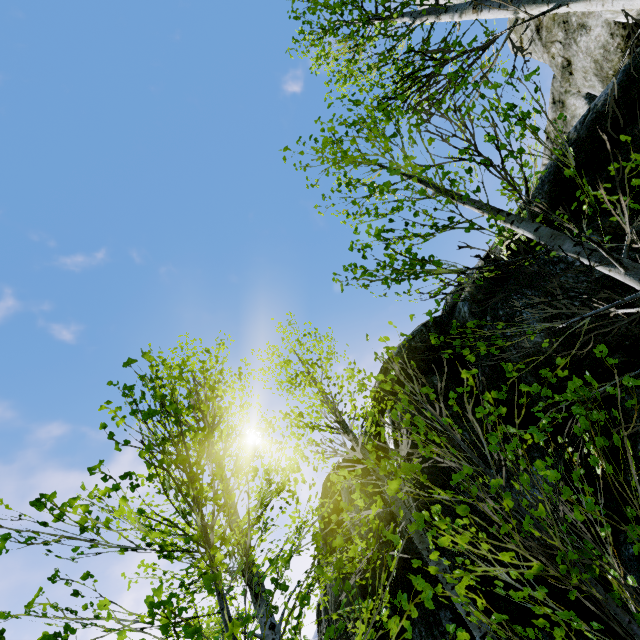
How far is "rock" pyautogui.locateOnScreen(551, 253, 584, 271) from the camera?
4.15m

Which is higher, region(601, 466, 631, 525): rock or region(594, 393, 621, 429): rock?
region(594, 393, 621, 429): rock

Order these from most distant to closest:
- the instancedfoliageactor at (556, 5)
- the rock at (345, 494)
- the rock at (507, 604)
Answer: the rock at (345, 494), the rock at (507, 604), the instancedfoliageactor at (556, 5)

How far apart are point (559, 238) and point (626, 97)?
3.6m

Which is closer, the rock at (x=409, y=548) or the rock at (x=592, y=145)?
the rock at (x=592, y=145)

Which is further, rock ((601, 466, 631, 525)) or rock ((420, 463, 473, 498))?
rock ((420, 463, 473, 498))
